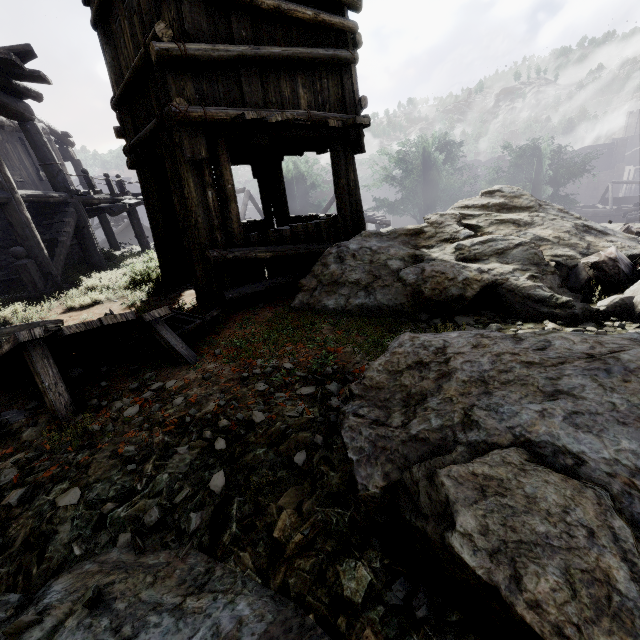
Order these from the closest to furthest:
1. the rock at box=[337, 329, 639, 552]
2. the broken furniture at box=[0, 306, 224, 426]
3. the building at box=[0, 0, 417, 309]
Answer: the rock at box=[337, 329, 639, 552], the broken furniture at box=[0, 306, 224, 426], the building at box=[0, 0, 417, 309]

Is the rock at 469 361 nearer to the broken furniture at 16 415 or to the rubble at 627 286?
the rubble at 627 286

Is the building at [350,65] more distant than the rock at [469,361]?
Yes

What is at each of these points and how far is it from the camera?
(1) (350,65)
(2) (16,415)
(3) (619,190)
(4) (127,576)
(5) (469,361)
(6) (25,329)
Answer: (1) building, 6.0m
(2) broken furniture, 3.2m
(3) building, 58.6m
(4) rock, 1.8m
(5) rock, 1.8m
(6) broken furniture, 4.6m

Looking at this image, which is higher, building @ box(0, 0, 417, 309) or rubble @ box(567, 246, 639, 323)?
building @ box(0, 0, 417, 309)

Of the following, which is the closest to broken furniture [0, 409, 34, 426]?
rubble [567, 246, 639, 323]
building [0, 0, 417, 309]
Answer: building [0, 0, 417, 309]

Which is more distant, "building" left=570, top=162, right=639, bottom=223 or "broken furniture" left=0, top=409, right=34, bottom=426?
"building" left=570, top=162, right=639, bottom=223
